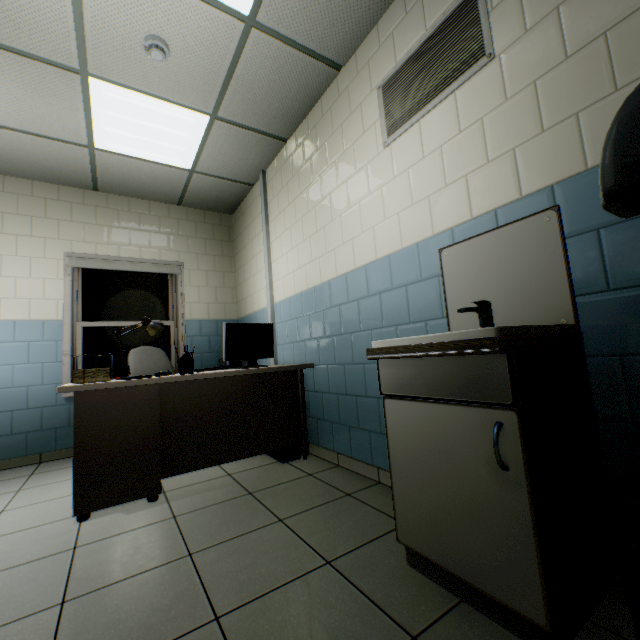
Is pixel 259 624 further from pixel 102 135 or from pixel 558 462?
pixel 102 135

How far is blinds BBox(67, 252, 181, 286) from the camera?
4.0 meters

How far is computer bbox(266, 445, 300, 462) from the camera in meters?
2.9

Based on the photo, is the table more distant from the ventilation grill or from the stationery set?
the ventilation grill

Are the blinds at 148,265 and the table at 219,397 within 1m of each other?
no

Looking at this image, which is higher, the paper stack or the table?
the paper stack

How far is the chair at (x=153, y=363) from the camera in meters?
3.5 m

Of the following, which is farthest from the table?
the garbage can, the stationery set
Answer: the garbage can
